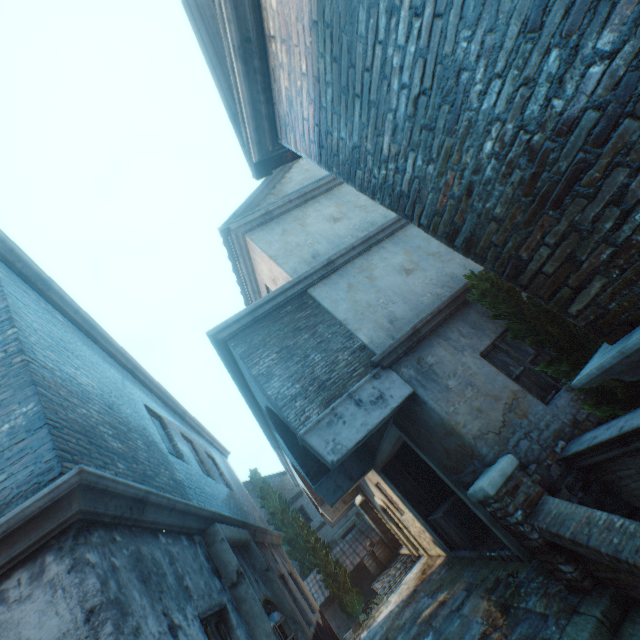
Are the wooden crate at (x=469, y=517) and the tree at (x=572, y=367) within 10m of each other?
yes

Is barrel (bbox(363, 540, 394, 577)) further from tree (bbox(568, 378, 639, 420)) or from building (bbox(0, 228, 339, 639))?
tree (bbox(568, 378, 639, 420))

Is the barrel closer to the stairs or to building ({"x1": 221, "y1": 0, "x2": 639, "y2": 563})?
building ({"x1": 221, "y1": 0, "x2": 639, "y2": 563})

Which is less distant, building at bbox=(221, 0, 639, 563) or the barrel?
building at bbox=(221, 0, 639, 563)

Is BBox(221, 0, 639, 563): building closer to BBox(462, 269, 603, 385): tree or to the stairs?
the stairs

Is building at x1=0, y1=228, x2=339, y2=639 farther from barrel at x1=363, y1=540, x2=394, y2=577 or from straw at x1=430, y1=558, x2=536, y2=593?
barrel at x1=363, y1=540, x2=394, y2=577

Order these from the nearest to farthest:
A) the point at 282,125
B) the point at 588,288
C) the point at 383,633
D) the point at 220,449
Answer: the point at 588,288
the point at 282,125
the point at 383,633
the point at 220,449

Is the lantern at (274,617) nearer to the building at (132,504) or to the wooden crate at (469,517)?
the building at (132,504)
